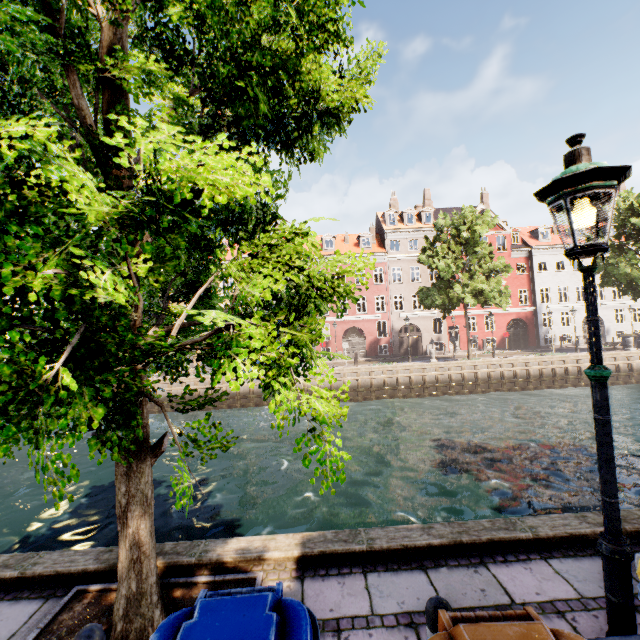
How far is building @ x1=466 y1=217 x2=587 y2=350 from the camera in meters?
34.5

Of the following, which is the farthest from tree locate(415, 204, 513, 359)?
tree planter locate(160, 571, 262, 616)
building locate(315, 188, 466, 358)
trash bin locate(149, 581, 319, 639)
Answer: building locate(315, 188, 466, 358)

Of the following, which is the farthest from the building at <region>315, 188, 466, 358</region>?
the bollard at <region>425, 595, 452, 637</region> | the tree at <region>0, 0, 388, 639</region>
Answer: the bollard at <region>425, 595, 452, 637</region>

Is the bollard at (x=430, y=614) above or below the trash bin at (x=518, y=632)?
below

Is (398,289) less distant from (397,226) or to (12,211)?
(397,226)

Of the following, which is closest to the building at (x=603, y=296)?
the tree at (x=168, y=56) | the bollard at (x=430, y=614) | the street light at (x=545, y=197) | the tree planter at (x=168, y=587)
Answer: the tree at (x=168, y=56)

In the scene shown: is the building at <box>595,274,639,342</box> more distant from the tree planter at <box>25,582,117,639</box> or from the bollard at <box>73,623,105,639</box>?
the bollard at <box>73,623,105,639</box>

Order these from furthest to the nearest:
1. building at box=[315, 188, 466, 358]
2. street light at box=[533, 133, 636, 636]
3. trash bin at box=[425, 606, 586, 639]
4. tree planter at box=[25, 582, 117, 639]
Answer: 1. building at box=[315, 188, 466, 358]
2. tree planter at box=[25, 582, 117, 639]
3. street light at box=[533, 133, 636, 636]
4. trash bin at box=[425, 606, 586, 639]
